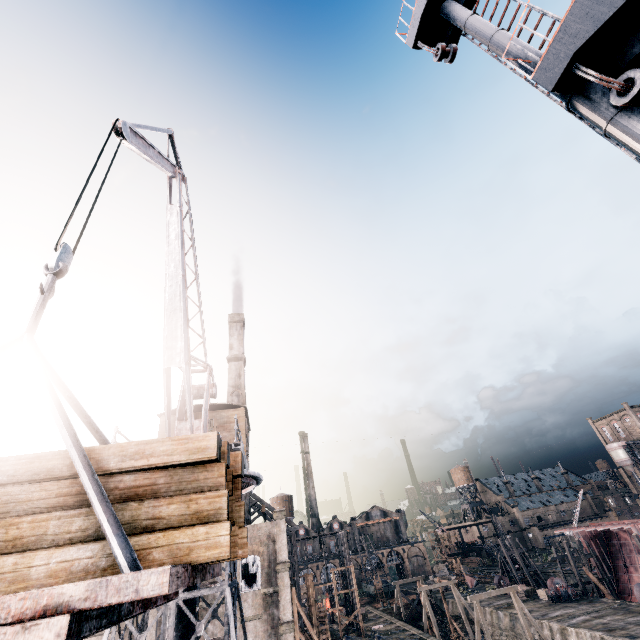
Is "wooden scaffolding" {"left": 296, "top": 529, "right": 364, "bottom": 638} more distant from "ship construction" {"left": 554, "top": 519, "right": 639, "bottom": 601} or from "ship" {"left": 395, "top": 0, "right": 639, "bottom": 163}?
"ship" {"left": 395, "top": 0, "right": 639, "bottom": 163}

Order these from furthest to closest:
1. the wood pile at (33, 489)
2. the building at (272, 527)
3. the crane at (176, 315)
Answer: the building at (272, 527) < the crane at (176, 315) < the wood pile at (33, 489)

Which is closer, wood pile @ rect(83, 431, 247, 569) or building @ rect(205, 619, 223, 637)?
wood pile @ rect(83, 431, 247, 569)

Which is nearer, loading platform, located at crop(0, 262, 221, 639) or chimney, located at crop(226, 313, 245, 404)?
loading platform, located at crop(0, 262, 221, 639)

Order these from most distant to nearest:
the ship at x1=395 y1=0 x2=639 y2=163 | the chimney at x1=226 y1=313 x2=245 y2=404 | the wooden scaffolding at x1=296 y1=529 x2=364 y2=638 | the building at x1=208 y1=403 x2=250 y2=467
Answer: the chimney at x1=226 y1=313 x2=245 y2=404 → the wooden scaffolding at x1=296 y1=529 x2=364 y2=638 → the building at x1=208 y1=403 x2=250 y2=467 → the ship at x1=395 y1=0 x2=639 y2=163

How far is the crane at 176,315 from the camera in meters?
7.9 m

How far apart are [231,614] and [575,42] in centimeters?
1806cm

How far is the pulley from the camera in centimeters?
4275cm
